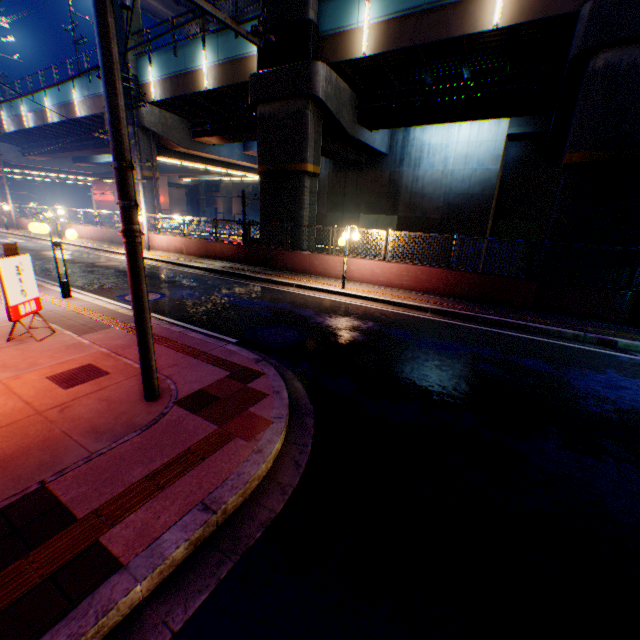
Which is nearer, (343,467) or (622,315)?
(343,467)

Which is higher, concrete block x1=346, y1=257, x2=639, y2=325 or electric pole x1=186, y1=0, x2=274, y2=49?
electric pole x1=186, y1=0, x2=274, y2=49

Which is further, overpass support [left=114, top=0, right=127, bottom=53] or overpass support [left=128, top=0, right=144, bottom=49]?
overpass support [left=128, top=0, right=144, bottom=49]

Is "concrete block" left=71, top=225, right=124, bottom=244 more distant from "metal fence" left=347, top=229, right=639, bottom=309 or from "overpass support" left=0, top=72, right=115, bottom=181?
"overpass support" left=0, top=72, right=115, bottom=181

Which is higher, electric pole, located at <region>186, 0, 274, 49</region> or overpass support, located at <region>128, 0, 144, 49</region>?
overpass support, located at <region>128, 0, 144, 49</region>

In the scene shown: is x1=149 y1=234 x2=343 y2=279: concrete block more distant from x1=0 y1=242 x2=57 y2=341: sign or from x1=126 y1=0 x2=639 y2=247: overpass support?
x1=0 y1=242 x2=57 y2=341: sign

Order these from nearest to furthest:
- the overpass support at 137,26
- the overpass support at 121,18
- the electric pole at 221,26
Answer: the electric pole at 221,26 → the overpass support at 121,18 → the overpass support at 137,26

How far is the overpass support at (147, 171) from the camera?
22.7m
